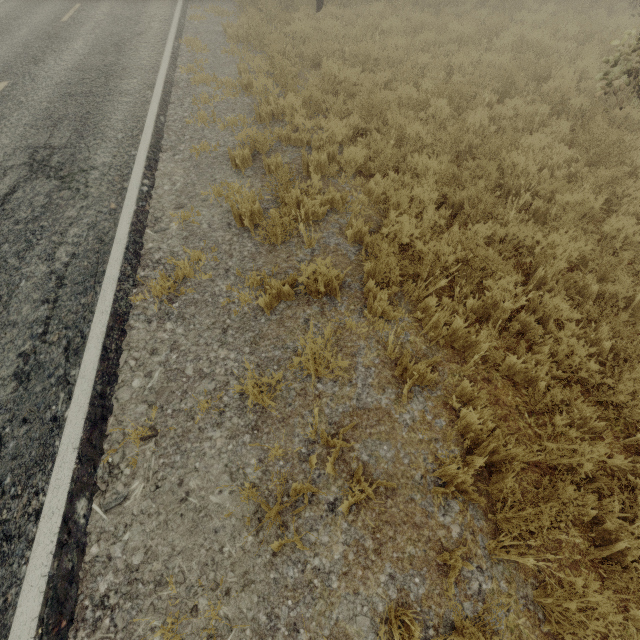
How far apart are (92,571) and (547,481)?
3.8m
